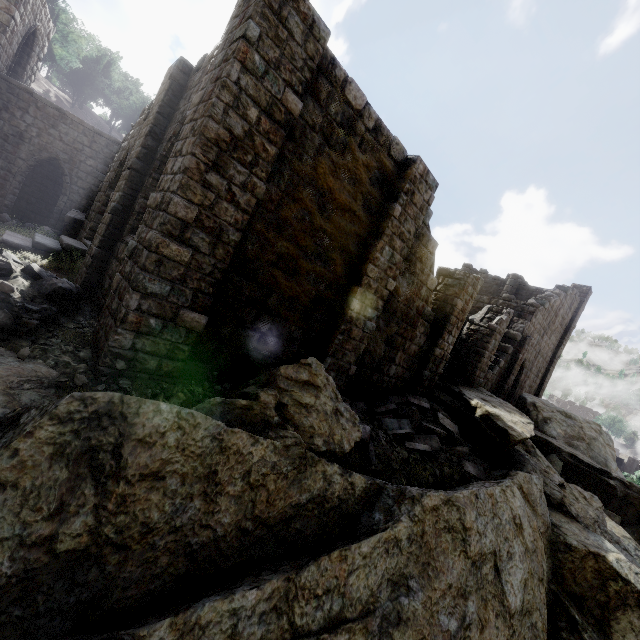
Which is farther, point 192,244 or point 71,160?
point 71,160

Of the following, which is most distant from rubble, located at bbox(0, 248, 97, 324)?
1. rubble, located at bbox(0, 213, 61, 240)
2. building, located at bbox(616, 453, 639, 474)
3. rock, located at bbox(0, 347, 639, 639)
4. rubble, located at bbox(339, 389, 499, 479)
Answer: rubble, located at bbox(0, 213, 61, 240)

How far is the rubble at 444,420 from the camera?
8.18m

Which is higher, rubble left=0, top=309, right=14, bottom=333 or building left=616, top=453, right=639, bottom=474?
building left=616, top=453, right=639, bottom=474

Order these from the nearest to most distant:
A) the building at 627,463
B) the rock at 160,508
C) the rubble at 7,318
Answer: the rock at 160,508
the rubble at 7,318
the building at 627,463

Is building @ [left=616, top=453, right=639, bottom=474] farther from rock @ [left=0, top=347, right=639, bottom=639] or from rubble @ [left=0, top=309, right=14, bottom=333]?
rubble @ [left=0, top=309, right=14, bottom=333]

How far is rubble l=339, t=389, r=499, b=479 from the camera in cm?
818

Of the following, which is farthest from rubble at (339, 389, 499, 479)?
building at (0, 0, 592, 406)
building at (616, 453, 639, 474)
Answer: building at (616, 453, 639, 474)
